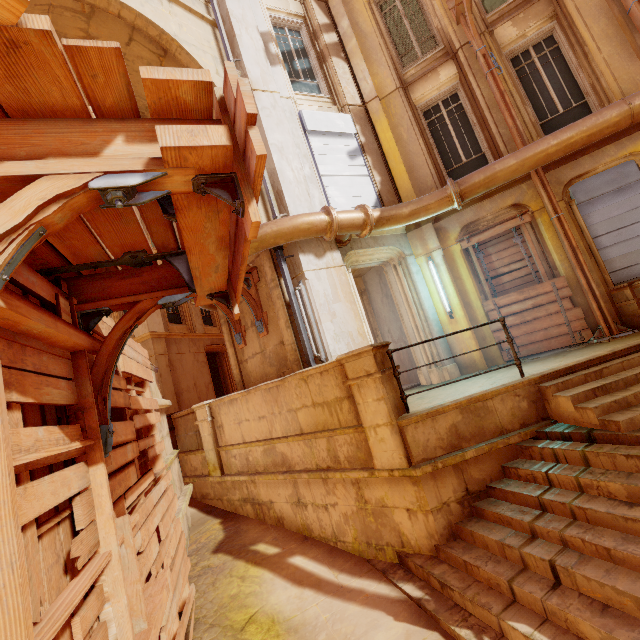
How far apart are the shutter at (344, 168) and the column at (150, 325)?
9.09m

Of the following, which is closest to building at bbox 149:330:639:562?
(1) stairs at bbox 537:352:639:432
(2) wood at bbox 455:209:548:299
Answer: (1) stairs at bbox 537:352:639:432

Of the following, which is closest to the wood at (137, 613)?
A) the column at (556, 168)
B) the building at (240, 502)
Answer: the building at (240, 502)

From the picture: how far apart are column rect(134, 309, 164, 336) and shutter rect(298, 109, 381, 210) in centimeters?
909cm

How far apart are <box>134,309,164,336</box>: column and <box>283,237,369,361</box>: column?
8.3m

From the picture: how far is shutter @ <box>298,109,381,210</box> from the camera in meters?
8.0

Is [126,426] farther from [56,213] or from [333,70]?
[333,70]

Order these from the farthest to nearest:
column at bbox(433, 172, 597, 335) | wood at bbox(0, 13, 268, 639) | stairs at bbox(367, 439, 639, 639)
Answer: column at bbox(433, 172, 597, 335), stairs at bbox(367, 439, 639, 639), wood at bbox(0, 13, 268, 639)
